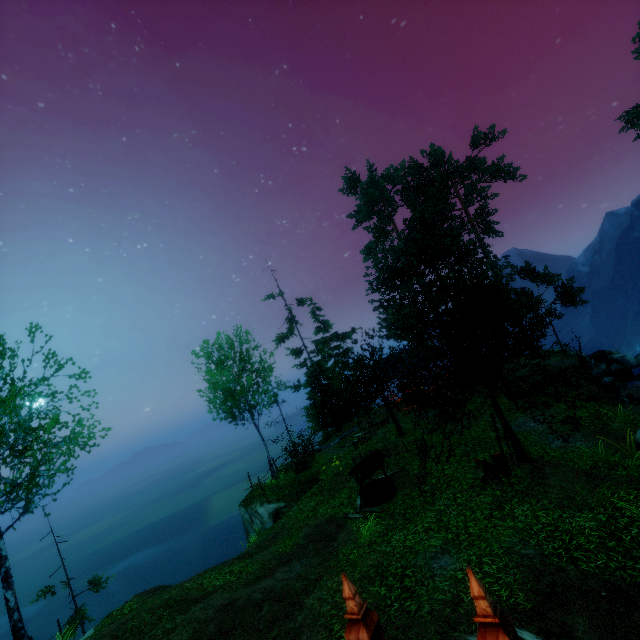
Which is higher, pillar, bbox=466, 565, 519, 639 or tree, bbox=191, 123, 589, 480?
tree, bbox=191, 123, 589, 480

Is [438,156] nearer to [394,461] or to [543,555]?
[394,461]

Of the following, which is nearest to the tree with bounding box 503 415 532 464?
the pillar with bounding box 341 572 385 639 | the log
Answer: the pillar with bounding box 341 572 385 639

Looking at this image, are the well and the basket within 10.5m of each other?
yes

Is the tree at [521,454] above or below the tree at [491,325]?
below

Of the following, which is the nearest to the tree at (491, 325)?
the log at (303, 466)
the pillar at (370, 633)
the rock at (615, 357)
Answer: the rock at (615, 357)

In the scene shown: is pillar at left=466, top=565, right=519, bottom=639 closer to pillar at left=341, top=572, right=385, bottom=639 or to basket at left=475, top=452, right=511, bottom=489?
pillar at left=341, top=572, right=385, bottom=639

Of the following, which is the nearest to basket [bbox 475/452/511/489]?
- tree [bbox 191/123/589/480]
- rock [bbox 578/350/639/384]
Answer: tree [bbox 191/123/589/480]
